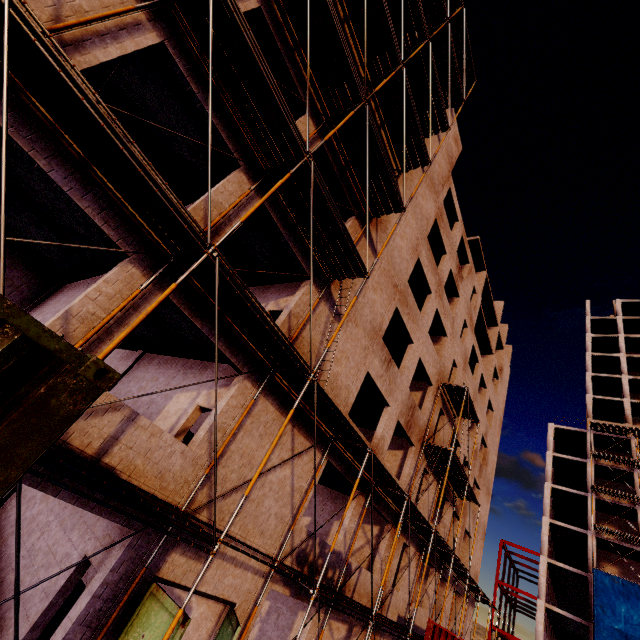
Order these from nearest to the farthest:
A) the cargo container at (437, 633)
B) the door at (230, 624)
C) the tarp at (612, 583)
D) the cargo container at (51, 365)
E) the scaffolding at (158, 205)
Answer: the cargo container at (51, 365)
the scaffolding at (158, 205)
the door at (230, 624)
the cargo container at (437, 633)
the tarp at (612, 583)

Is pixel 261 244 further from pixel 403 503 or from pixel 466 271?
pixel 466 271

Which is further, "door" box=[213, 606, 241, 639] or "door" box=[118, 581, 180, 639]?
"door" box=[213, 606, 241, 639]

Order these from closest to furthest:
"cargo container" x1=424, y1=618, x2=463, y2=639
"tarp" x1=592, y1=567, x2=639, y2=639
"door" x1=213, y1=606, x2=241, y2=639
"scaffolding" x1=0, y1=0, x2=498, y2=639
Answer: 1. "scaffolding" x1=0, y1=0, x2=498, y2=639
2. "door" x1=213, y1=606, x2=241, y2=639
3. "cargo container" x1=424, y1=618, x2=463, y2=639
4. "tarp" x1=592, y1=567, x2=639, y2=639

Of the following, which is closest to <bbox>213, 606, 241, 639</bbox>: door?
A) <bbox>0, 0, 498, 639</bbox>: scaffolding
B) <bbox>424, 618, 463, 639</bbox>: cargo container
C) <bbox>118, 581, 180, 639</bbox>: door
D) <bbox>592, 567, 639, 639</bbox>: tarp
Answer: <bbox>0, 0, 498, 639</bbox>: scaffolding

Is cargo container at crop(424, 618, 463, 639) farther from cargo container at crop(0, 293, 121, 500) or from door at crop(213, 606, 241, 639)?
cargo container at crop(0, 293, 121, 500)

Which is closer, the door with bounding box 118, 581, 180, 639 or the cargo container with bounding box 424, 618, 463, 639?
the door with bounding box 118, 581, 180, 639

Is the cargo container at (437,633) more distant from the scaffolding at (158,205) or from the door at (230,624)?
the door at (230,624)
